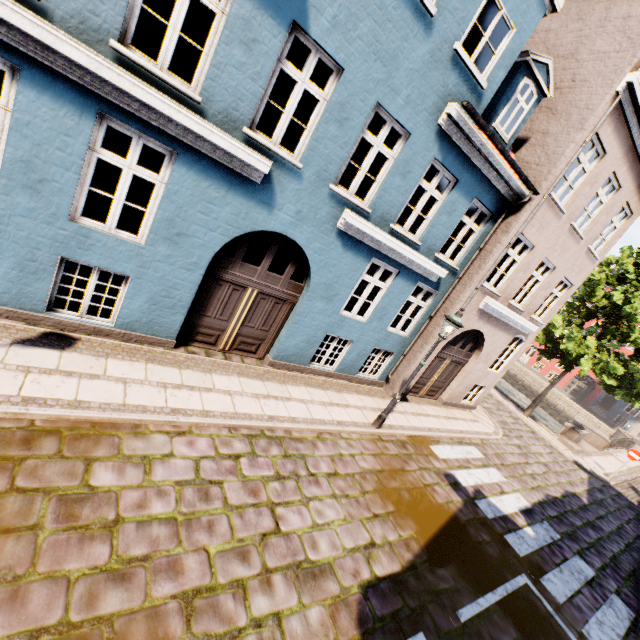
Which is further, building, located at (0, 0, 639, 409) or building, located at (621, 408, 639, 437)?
building, located at (621, 408, 639, 437)

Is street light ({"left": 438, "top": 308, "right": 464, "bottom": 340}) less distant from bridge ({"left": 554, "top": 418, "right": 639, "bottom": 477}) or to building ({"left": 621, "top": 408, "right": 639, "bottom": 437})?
bridge ({"left": 554, "top": 418, "right": 639, "bottom": 477})

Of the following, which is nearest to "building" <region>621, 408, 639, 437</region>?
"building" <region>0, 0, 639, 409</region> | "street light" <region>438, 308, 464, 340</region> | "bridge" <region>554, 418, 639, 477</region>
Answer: "bridge" <region>554, 418, 639, 477</region>

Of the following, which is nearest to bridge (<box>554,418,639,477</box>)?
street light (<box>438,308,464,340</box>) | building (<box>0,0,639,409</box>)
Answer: building (<box>0,0,639,409</box>)

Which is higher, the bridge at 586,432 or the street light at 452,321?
the street light at 452,321

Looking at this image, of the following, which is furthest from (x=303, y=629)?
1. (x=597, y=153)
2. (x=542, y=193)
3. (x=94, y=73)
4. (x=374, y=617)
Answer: (x=597, y=153)

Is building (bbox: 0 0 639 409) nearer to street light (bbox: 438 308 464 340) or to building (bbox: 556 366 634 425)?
street light (bbox: 438 308 464 340)

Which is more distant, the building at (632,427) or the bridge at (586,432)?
the building at (632,427)
